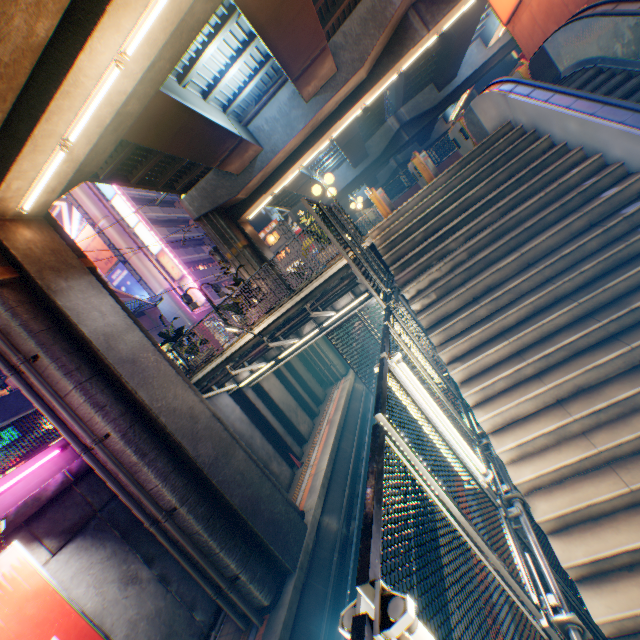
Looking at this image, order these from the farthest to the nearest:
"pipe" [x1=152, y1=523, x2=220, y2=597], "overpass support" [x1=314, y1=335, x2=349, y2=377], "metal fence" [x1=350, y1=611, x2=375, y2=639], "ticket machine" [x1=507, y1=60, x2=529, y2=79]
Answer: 1. "overpass support" [x1=314, y1=335, x2=349, y2=377]
2. "ticket machine" [x1=507, y1=60, x2=529, y2=79]
3. "pipe" [x1=152, y1=523, x2=220, y2=597]
4. "metal fence" [x1=350, y1=611, x2=375, y2=639]

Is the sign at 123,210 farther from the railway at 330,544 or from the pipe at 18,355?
the pipe at 18,355

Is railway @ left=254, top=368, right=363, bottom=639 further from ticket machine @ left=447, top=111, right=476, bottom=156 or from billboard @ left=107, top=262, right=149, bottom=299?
billboard @ left=107, top=262, right=149, bottom=299

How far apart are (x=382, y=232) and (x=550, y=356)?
5.2 meters

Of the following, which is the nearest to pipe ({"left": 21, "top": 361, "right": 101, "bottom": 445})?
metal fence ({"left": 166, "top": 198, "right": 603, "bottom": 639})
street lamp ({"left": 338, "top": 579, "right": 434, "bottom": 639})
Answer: metal fence ({"left": 166, "top": 198, "right": 603, "bottom": 639})

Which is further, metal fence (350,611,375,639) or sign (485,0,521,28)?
sign (485,0,521,28)

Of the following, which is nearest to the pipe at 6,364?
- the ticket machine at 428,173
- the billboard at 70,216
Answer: the ticket machine at 428,173

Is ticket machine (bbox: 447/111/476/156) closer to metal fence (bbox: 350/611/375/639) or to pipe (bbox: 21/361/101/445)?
metal fence (bbox: 350/611/375/639)
